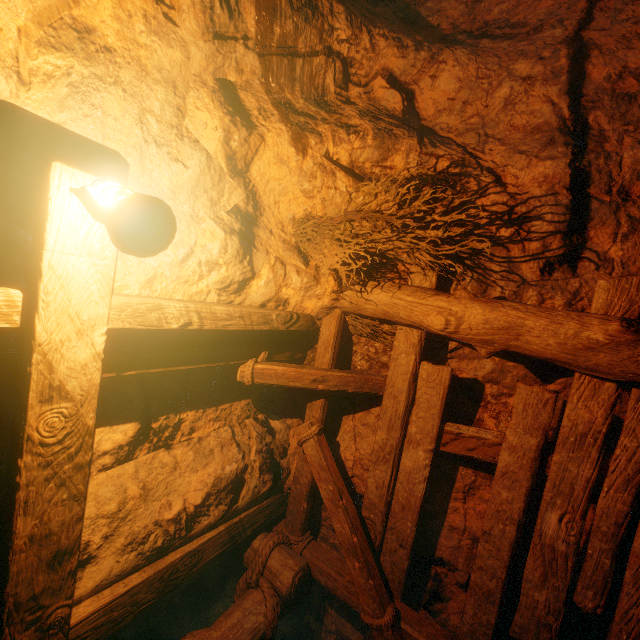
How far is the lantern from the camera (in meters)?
1.11

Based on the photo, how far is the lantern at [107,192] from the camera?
1.1m

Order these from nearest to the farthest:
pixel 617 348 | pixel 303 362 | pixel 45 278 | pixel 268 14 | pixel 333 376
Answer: pixel 45 278 < pixel 617 348 < pixel 268 14 < pixel 333 376 < pixel 303 362
